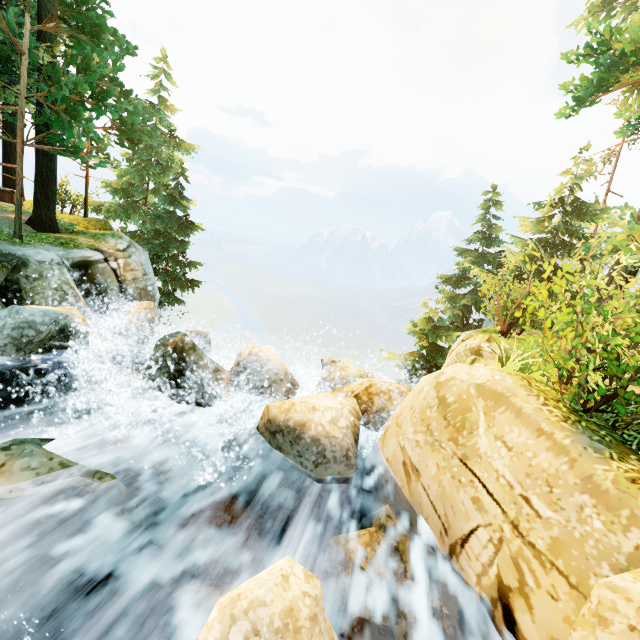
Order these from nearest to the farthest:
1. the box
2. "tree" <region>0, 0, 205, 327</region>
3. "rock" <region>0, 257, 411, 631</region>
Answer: "rock" <region>0, 257, 411, 631</region>, "tree" <region>0, 0, 205, 327</region>, the box

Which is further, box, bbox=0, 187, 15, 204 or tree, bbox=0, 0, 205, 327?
box, bbox=0, 187, 15, 204

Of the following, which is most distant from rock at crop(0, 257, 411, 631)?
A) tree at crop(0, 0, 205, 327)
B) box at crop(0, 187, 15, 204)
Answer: box at crop(0, 187, 15, 204)

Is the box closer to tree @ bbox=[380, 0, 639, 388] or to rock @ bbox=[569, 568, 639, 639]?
tree @ bbox=[380, 0, 639, 388]

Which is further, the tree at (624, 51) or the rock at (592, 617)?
the tree at (624, 51)

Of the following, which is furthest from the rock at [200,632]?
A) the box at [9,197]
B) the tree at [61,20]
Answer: the box at [9,197]

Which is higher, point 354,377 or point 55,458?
point 55,458
